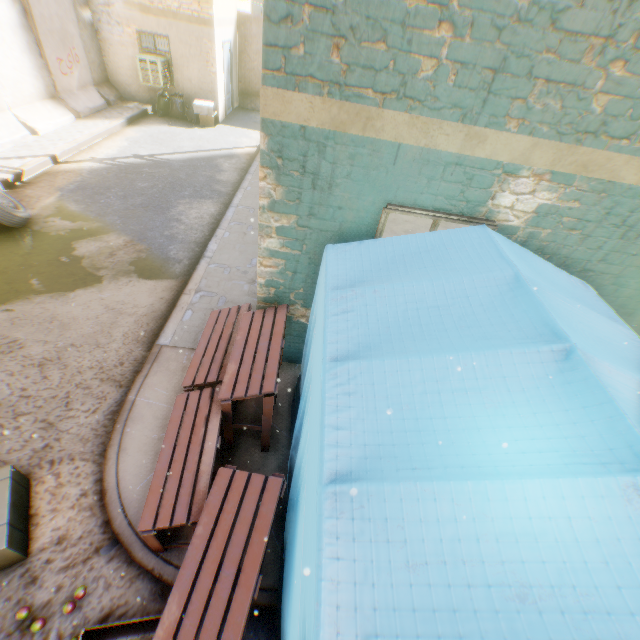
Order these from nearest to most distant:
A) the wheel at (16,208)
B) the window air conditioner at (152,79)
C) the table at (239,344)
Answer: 1. the table at (239,344)
2. the wheel at (16,208)
3. the window air conditioner at (152,79)

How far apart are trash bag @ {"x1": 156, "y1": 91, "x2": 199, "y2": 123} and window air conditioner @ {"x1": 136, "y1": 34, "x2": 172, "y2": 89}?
0.24m

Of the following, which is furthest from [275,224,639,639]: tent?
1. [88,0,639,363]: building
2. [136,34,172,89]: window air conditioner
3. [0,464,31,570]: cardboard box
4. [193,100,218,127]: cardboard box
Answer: [136,34,172,89]: window air conditioner

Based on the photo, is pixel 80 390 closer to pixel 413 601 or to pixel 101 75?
pixel 413 601

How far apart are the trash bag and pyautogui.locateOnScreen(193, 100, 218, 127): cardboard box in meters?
0.1

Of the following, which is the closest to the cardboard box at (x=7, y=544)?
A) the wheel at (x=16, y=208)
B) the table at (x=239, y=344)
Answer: the wheel at (x=16, y=208)

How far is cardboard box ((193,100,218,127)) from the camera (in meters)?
12.07

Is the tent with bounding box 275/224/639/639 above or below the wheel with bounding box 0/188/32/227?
above
